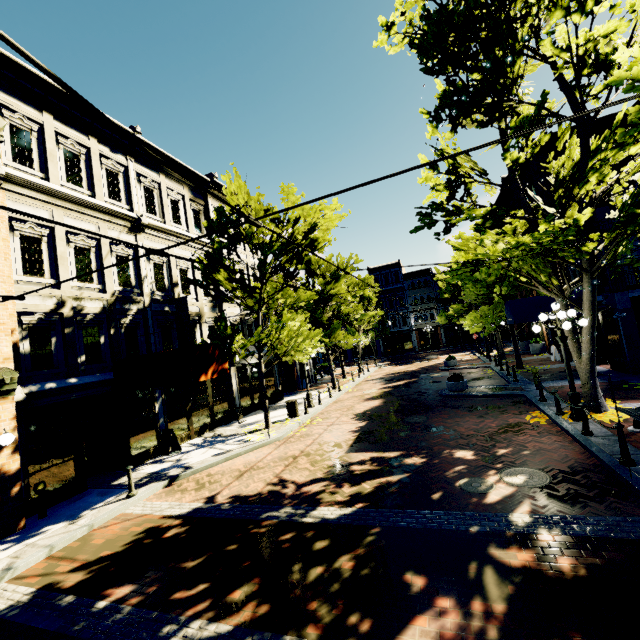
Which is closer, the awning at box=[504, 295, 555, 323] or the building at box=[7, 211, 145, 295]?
the building at box=[7, 211, 145, 295]

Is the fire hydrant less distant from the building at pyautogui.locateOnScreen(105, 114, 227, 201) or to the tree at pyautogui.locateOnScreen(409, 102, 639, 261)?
the building at pyautogui.locateOnScreen(105, 114, 227, 201)

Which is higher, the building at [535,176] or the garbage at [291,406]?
the building at [535,176]

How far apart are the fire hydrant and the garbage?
9.4m

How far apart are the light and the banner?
13.4 meters

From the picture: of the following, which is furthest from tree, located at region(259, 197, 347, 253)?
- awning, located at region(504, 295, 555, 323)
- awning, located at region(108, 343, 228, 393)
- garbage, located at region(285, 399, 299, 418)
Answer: garbage, located at region(285, 399, 299, 418)

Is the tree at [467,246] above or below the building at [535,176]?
below

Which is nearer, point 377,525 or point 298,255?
point 377,525
